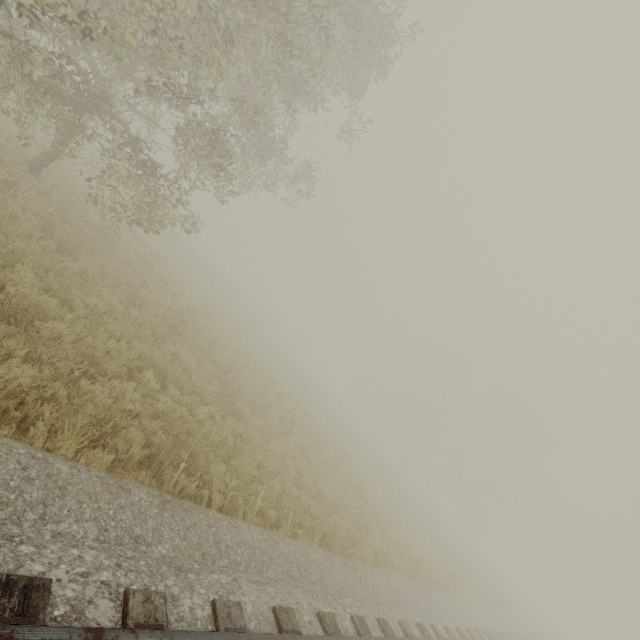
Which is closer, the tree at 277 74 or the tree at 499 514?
the tree at 277 74

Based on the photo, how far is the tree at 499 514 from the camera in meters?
35.6 m

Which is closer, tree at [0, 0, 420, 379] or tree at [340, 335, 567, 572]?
tree at [0, 0, 420, 379]

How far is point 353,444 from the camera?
23.75m

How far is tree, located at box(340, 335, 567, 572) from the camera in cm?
3559
